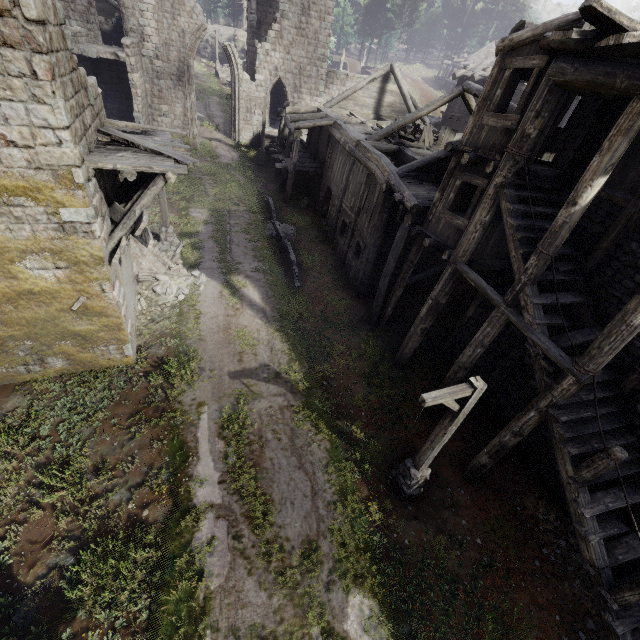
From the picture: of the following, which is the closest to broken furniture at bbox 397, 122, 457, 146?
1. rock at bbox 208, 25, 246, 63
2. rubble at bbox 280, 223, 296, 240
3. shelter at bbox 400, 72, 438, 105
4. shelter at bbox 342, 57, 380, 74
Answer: rubble at bbox 280, 223, 296, 240

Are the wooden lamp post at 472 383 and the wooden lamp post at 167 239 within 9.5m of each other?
no

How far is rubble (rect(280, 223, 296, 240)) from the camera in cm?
1931

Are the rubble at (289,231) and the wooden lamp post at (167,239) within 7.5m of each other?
yes

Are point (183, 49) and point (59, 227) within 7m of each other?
no

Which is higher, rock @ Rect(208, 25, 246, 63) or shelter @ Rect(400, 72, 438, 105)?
rock @ Rect(208, 25, 246, 63)

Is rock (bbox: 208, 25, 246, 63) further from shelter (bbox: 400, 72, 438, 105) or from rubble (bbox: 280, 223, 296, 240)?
rubble (bbox: 280, 223, 296, 240)

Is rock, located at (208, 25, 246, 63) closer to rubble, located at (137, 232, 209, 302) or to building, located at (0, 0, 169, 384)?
building, located at (0, 0, 169, 384)
